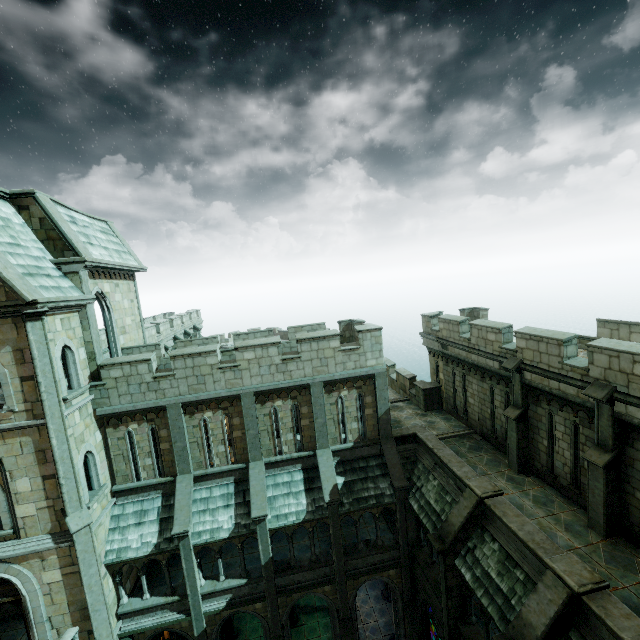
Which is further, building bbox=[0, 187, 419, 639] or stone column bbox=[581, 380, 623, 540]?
building bbox=[0, 187, 419, 639]

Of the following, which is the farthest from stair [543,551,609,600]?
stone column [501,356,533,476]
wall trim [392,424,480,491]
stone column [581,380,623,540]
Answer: stone column [501,356,533,476]

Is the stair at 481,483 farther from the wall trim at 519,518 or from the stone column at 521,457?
the stone column at 521,457

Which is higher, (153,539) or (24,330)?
(24,330)

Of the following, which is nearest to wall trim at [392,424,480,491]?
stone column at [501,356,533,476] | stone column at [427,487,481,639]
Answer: stone column at [427,487,481,639]

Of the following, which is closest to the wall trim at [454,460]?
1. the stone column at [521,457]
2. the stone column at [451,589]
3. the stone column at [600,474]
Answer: the stone column at [451,589]

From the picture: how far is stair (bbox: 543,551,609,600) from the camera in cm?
770

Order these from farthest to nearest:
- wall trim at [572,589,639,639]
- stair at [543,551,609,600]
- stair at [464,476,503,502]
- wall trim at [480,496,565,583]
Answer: stair at [464,476,503,502]
wall trim at [480,496,565,583]
stair at [543,551,609,600]
wall trim at [572,589,639,639]
